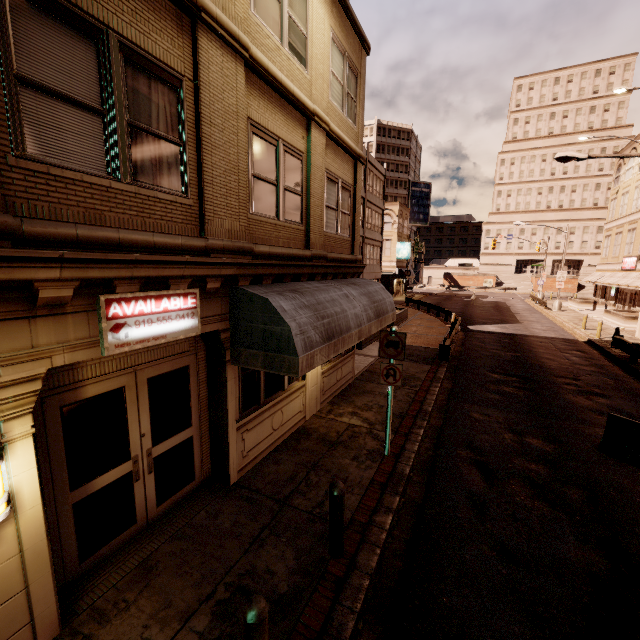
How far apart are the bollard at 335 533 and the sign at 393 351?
2.81m

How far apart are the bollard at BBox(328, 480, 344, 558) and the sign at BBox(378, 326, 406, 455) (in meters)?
2.81

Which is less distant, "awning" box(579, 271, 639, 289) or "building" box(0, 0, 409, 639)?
"building" box(0, 0, 409, 639)

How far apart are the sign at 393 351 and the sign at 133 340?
3.9m

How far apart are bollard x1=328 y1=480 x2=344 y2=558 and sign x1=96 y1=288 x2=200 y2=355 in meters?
3.2

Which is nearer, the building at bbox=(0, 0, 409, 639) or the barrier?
the building at bbox=(0, 0, 409, 639)

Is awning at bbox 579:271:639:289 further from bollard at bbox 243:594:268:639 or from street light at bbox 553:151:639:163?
bollard at bbox 243:594:268:639

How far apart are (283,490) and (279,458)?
1.1 meters
